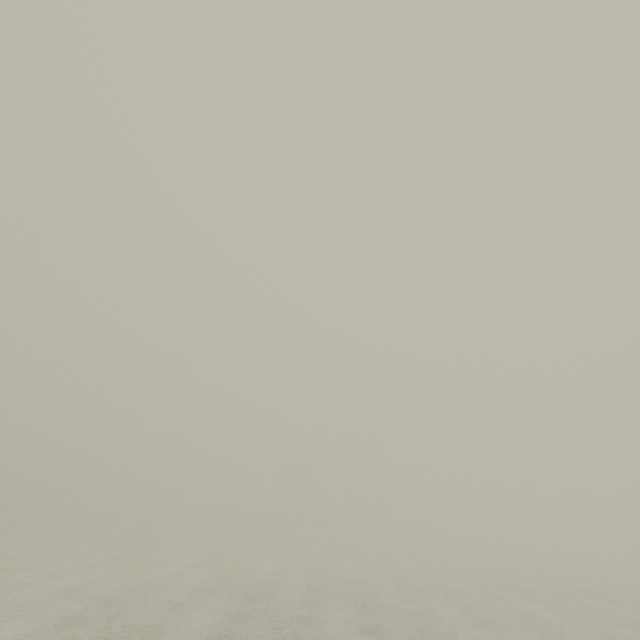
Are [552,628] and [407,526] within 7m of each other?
no
